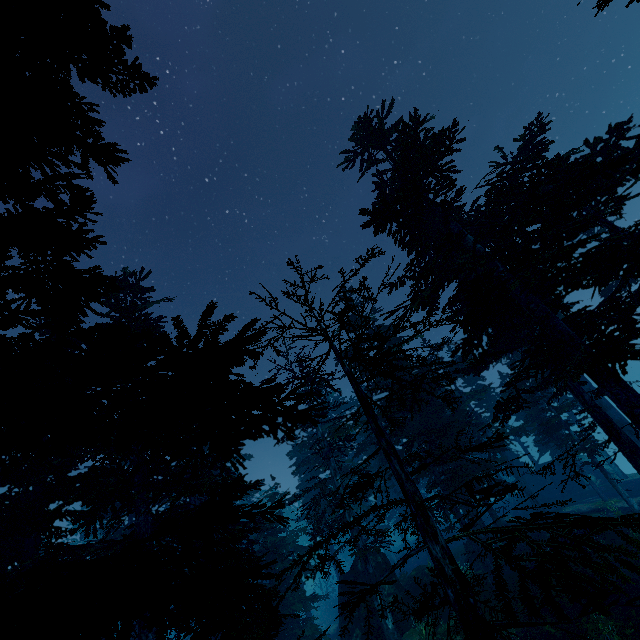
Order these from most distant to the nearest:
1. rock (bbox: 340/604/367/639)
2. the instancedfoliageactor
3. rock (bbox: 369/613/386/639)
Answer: rock (bbox: 340/604/367/639), rock (bbox: 369/613/386/639), the instancedfoliageactor

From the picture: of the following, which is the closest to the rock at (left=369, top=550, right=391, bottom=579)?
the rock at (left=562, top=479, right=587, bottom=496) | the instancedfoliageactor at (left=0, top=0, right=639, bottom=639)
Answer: the instancedfoliageactor at (left=0, top=0, right=639, bottom=639)

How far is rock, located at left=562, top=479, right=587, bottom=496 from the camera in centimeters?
3433cm

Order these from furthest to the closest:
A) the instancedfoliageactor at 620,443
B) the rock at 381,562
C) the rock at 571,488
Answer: the rock at 571,488
the rock at 381,562
the instancedfoliageactor at 620,443

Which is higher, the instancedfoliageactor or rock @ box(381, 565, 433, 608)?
the instancedfoliageactor

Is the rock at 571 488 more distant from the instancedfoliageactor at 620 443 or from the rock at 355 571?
the rock at 355 571

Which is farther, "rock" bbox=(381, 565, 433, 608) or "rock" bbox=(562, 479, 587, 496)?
"rock" bbox=(562, 479, 587, 496)

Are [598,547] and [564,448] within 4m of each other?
no
